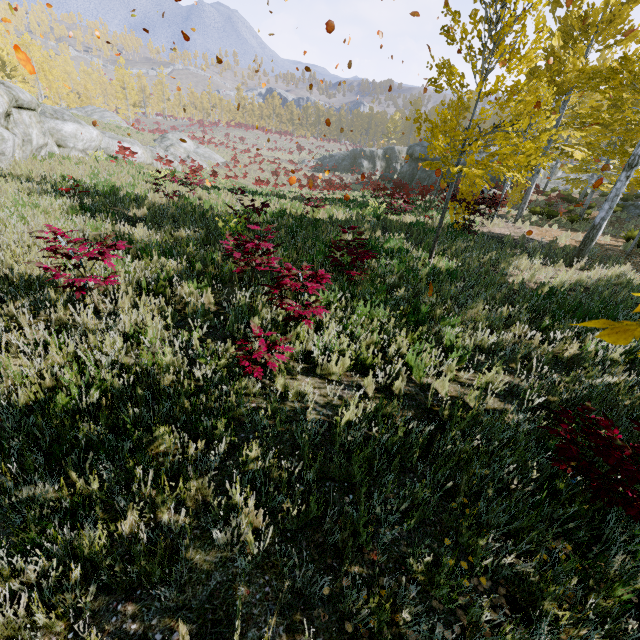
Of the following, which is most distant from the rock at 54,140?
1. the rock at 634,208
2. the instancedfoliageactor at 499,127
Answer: the rock at 634,208

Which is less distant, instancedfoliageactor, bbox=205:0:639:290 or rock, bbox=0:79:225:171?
instancedfoliageactor, bbox=205:0:639:290

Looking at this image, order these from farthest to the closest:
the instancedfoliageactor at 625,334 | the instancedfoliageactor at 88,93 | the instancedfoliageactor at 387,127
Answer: the instancedfoliageactor at 387,127
the instancedfoliageactor at 88,93
the instancedfoliageactor at 625,334

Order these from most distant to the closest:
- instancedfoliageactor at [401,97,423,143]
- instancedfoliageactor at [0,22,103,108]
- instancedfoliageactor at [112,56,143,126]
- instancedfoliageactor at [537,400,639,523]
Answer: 1. instancedfoliageactor at [112,56,143,126]
2. instancedfoliageactor at [0,22,103,108]
3. instancedfoliageactor at [401,97,423,143]
4. instancedfoliageactor at [537,400,639,523]

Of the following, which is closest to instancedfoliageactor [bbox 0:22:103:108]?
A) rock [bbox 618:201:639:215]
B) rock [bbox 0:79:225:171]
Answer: rock [bbox 618:201:639:215]

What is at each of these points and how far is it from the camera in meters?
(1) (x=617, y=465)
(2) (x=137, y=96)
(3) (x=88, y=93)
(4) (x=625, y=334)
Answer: (1) instancedfoliageactor, 2.5
(2) instancedfoliageactor, 55.6
(3) instancedfoliageactor, 52.7
(4) instancedfoliageactor, 0.7
